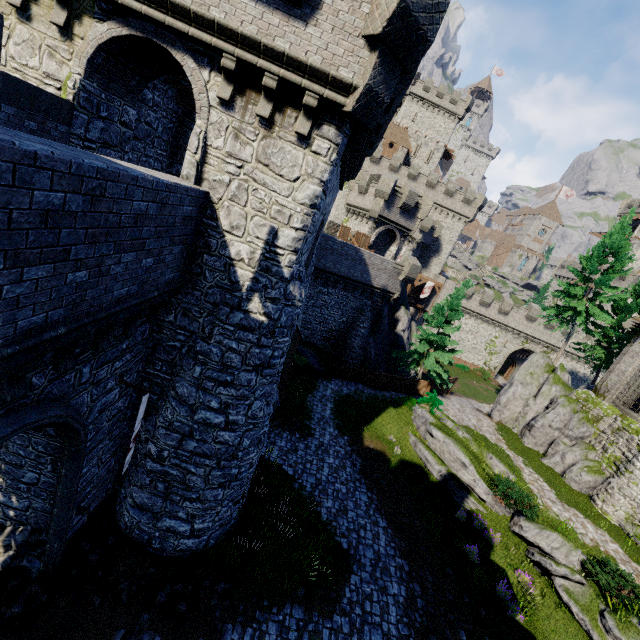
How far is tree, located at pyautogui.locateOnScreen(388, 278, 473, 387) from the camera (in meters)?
26.41

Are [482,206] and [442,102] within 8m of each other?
no

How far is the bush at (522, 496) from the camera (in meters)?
15.62

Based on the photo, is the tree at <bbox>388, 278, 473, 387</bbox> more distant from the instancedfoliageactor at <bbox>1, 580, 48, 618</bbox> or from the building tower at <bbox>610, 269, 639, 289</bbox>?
the building tower at <bbox>610, 269, 639, 289</bbox>

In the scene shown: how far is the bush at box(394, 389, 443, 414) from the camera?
22.9m

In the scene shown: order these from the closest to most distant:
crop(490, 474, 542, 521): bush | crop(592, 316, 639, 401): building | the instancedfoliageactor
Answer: the instancedfoliageactor → crop(490, 474, 542, 521): bush → crop(592, 316, 639, 401): building

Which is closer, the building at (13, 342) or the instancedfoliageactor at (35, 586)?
the building at (13, 342)

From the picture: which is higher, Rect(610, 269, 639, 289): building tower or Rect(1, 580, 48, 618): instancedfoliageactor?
Rect(610, 269, 639, 289): building tower
